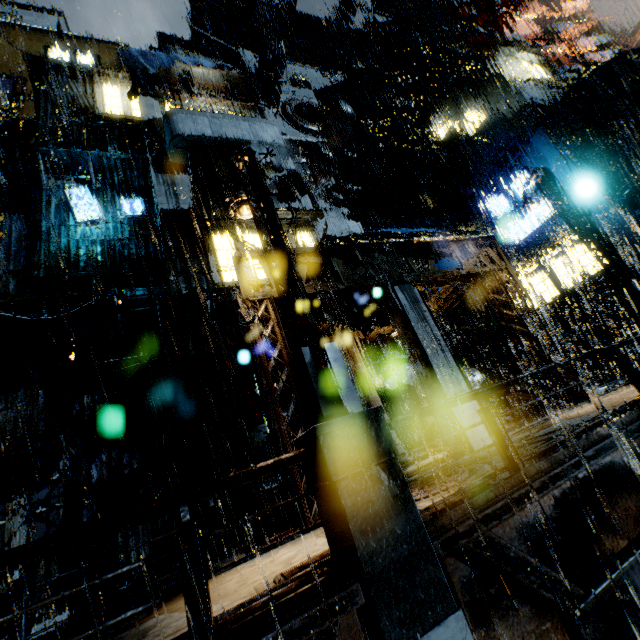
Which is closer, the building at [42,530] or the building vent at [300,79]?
the building at [42,530]

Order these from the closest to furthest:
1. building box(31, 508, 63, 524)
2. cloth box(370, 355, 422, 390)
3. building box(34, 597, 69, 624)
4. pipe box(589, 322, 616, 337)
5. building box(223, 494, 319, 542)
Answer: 1. building box(223, 494, 319, 542)
2. building box(34, 597, 69, 624)
3. building box(31, 508, 63, 524)
4. cloth box(370, 355, 422, 390)
5. pipe box(589, 322, 616, 337)

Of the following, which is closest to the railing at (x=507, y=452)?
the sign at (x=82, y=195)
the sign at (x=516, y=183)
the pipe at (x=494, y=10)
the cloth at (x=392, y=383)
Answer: the cloth at (x=392, y=383)

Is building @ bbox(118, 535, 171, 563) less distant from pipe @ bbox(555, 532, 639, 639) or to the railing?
the railing

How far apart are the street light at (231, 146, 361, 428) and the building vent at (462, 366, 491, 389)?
15.1 meters

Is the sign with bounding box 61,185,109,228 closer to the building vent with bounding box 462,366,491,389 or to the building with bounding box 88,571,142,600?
the building with bounding box 88,571,142,600

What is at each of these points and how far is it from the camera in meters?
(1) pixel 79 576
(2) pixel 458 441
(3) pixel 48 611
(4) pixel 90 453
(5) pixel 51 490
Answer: (1) building, 11.2
(2) building, 9.6
(3) building, 10.5
(4) building, 13.0
(5) building, 12.1

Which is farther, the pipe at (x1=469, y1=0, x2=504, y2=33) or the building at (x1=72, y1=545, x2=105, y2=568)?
the pipe at (x1=469, y1=0, x2=504, y2=33)
